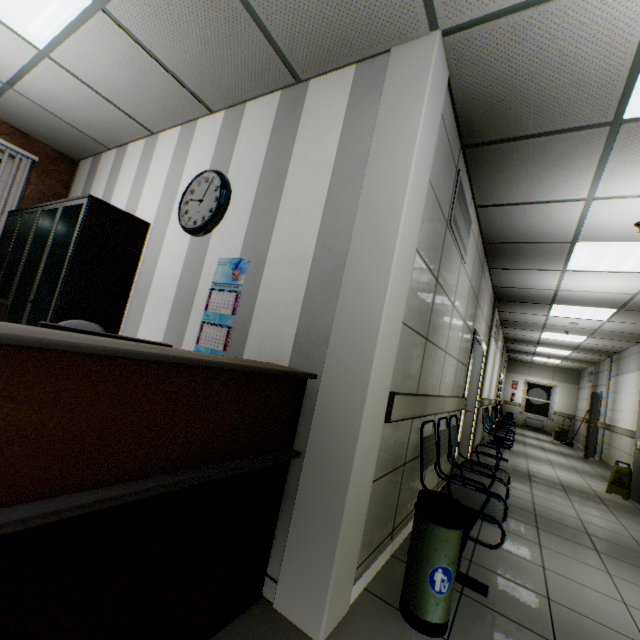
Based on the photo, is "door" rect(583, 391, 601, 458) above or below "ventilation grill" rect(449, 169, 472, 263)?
below

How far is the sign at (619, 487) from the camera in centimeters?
569cm

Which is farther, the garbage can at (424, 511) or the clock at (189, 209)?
the clock at (189, 209)

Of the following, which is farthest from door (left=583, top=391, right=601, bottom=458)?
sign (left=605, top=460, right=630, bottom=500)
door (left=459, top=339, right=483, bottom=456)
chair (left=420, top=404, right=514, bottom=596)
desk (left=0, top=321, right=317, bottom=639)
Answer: desk (left=0, top=321, right=317, bottom=639)

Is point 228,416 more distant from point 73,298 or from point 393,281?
point 73,298

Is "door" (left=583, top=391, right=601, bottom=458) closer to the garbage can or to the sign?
the sign

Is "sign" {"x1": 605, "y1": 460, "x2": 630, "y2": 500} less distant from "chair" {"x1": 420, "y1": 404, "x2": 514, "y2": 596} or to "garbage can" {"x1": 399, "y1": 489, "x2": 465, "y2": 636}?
"chair" {"x1": 420, "y1": 404, "x2": 514, "y2": 596}

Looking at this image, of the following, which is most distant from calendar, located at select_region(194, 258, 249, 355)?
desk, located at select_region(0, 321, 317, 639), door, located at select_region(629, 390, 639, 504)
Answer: door, located at select_region(629, 390, 639, 504)
